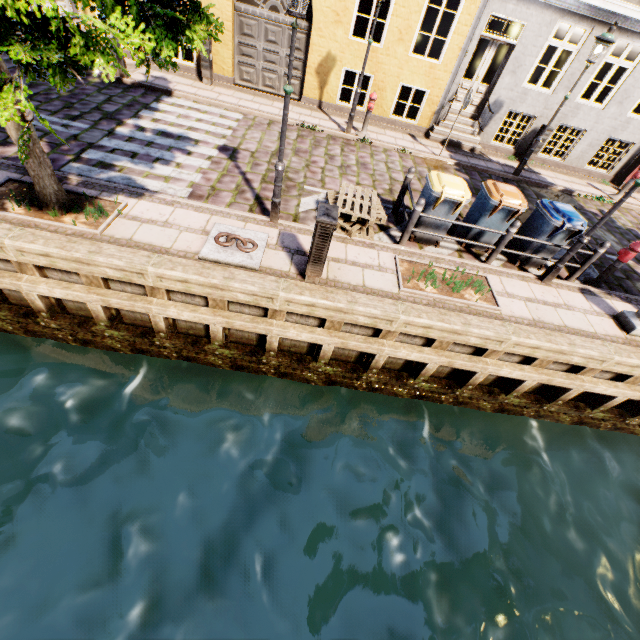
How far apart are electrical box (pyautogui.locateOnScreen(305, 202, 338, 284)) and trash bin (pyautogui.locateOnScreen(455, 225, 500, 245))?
3.70m

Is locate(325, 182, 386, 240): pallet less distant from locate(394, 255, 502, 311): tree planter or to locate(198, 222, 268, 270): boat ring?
locate(394, 255, 502, 311): tree planter

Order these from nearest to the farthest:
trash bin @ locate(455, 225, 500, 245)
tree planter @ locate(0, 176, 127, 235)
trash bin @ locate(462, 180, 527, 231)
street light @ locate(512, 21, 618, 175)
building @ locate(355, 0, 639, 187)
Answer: tree planter @ locate(0, 176, 127, 235) → trash bin @ locate(462, 180, 527, 231) → trash bin @ locate(455, 225, 500, 245) → street light @ locate(512, 21, 618, 175) → building @ locate(355, 0, 639, 187)

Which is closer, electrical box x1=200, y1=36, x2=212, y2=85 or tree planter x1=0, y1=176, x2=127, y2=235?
tree planter x1=0, y1=176, x2=127, y2=235

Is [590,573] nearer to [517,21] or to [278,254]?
[278,254]

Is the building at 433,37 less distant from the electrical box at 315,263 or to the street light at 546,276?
the street light at 546,276

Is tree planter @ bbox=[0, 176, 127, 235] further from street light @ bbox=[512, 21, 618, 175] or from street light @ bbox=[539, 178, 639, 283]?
street light @ bbox=[512, 21, 618, 175]

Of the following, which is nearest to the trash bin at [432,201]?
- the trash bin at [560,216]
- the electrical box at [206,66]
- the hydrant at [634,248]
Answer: the trash bin at [560,216]
